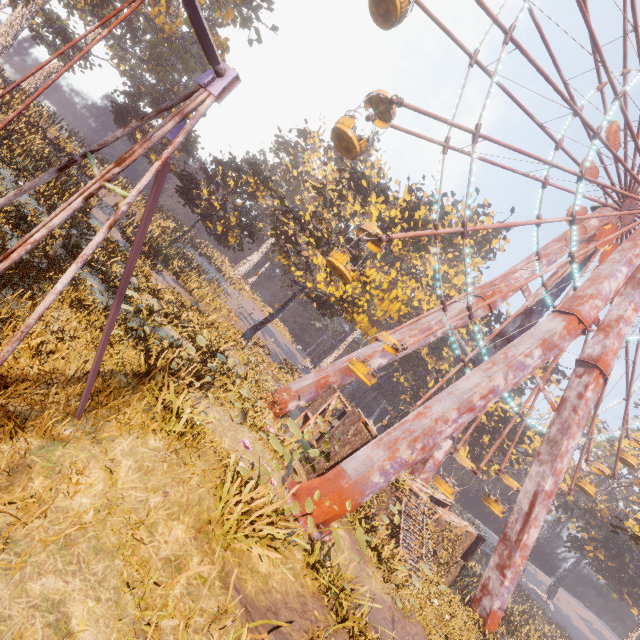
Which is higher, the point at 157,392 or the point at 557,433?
the point at 557,433

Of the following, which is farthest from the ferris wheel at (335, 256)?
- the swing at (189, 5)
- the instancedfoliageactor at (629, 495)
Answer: the instancedfoliageactor at (629, 495)

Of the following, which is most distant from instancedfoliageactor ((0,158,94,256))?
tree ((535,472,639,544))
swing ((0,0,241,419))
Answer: tree ((535,472,639,544))

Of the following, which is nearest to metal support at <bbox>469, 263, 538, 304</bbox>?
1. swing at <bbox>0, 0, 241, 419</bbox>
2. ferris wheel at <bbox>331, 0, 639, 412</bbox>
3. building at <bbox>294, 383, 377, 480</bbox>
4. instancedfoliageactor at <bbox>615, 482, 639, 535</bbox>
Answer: ferris wheel at <bbox>331, 0, 639, 412</bbox>

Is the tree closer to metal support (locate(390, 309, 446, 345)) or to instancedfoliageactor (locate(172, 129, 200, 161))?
metal support (locate(390, 309, 446, 345))

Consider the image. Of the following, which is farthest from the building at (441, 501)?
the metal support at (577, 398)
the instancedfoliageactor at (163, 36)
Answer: the metal support at (577, 398)

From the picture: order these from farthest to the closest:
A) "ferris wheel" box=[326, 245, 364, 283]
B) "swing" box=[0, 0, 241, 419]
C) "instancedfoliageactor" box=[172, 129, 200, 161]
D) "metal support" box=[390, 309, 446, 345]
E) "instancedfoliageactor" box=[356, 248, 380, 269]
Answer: "instancedfoliageactor" box=[172, 129, 200, 161], "instancedfoliageactor" box=[356, 248, 380, 269], "metal support" box=[390, 309, 446, 345], "ferris wheel" box=[326, 245, 364, 283], "swing" box=[0, 0, 241, 419]

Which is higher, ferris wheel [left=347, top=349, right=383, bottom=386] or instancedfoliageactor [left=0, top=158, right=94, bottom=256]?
ferris wheel [left=347, top=349, right=383, bottom=386]
